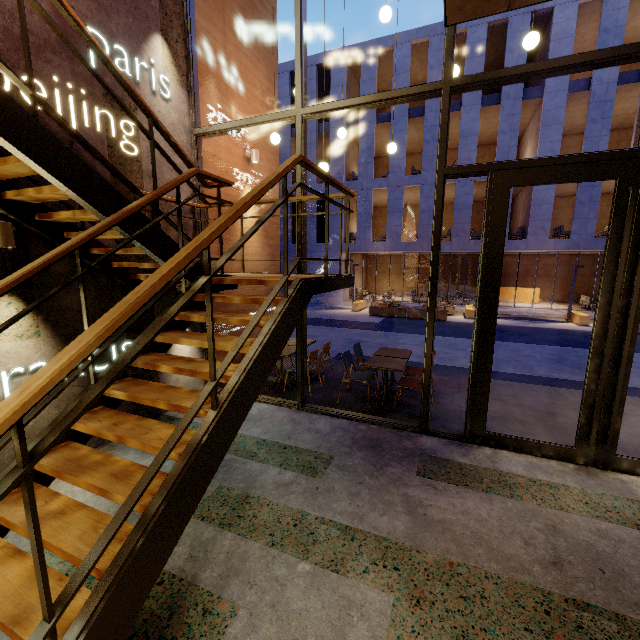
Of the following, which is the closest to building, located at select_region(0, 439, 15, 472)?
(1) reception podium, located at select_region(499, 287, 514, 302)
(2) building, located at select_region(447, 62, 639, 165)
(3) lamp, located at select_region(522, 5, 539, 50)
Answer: (3) lamp, located at select_region(522, 5, 539, 50)

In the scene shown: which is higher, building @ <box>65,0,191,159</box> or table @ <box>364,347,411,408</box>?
building @ <box>65,0,191,159</box>

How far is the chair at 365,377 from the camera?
5.58m

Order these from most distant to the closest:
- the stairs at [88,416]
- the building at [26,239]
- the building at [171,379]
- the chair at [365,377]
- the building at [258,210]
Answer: the building at [258,210], the chair at [365,377], the building at [171,379], the building at [26,239], the stairs at [88,416]

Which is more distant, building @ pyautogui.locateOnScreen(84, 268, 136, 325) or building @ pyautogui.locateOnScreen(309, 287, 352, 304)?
building @ pyautogui.locateOnScreen(309, 287, 352, 304)

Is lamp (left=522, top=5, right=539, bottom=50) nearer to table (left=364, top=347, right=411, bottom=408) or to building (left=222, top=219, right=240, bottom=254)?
building (left=222, top=219, right=240, bottom=254)

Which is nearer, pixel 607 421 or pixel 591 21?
pixel 607 421

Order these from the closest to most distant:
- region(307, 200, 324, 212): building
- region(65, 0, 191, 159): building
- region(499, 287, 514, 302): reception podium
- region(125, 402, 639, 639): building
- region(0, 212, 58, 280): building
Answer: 1. region(125, 402, 639, 639): building
2. region(0, 212, 58, 280): building
3. region(65, 0, 191, 159): building
4. region(307, 200, 324, 212): building
5. region(499, 287, 514, 302): reception podium
